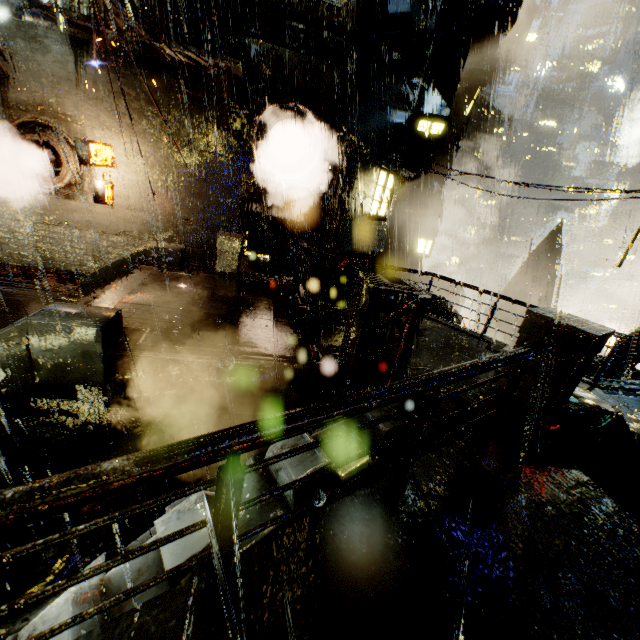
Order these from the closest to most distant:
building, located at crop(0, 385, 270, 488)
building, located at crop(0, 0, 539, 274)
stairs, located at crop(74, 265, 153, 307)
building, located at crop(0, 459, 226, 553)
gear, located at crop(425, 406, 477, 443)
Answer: gear, located at crop(425, 406, 477, 443) < building, located at crop(0, 459, 226, 553) < building, located at crop(0, 385, 270, 488) < stairs, located at crop(74, 265, 153, 307) < building, located at crop(0, 0, 539, 274)

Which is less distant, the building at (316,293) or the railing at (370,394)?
the railing at (370,394)

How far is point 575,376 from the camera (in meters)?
3.39

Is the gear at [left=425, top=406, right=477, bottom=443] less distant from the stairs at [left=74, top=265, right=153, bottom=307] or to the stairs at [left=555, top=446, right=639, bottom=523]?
the stairs at [left=555, top=446, right=639, bottom=523]

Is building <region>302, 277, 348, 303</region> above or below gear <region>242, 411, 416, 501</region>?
below

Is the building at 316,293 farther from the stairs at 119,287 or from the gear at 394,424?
the stairs at 119,287

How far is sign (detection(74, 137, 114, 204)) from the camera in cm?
1065

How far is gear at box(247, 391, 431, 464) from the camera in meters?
3.3
